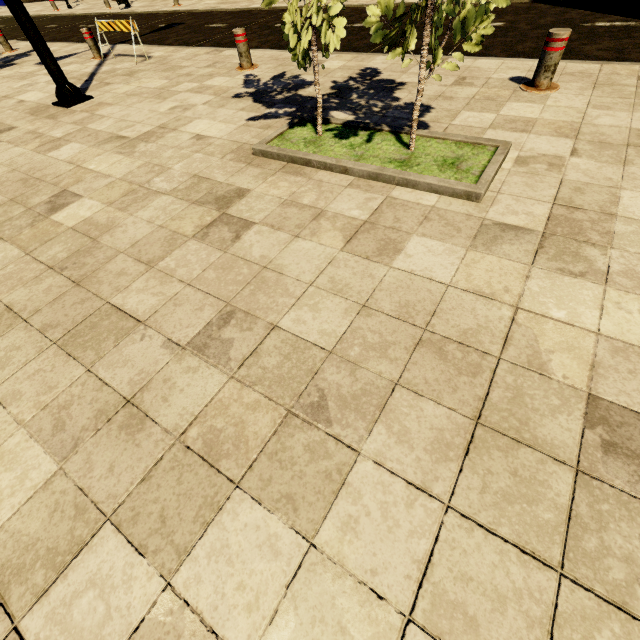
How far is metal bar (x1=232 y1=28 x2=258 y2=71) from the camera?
5.67m

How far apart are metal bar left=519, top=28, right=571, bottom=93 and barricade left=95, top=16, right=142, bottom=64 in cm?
775

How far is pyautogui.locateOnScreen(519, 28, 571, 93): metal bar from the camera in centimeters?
367cm

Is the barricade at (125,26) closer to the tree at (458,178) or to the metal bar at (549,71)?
the tree at (458,178)

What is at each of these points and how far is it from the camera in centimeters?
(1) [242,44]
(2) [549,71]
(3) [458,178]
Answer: (1) metal bar, 576cm
(2) metal bar, 388cm
(3) tree, 282cm

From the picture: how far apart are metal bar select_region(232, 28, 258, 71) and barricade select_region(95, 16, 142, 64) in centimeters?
281cm

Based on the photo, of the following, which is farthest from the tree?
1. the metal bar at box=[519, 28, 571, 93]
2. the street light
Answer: the street light

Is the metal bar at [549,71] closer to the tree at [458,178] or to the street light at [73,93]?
the tree at [458,178]
